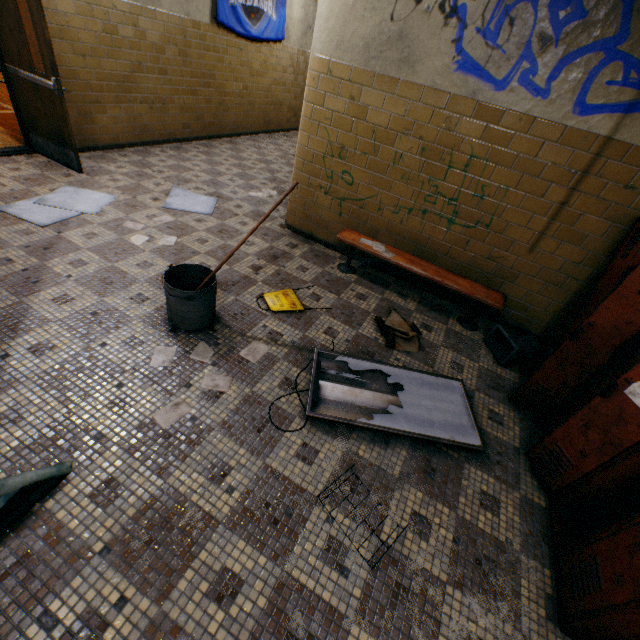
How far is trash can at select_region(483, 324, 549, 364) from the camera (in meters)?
3.22

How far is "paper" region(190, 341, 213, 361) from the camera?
2.5m

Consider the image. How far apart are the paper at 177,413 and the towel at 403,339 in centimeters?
185cm

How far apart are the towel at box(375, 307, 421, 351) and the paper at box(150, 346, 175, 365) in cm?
189

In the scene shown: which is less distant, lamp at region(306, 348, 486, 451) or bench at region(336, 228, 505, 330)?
lamp at region(306, 348, 486, 451)

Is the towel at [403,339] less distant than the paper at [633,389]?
No

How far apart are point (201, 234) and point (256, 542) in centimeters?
343cm

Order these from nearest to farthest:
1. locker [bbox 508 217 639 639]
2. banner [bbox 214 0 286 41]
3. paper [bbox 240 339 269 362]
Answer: locker [bbox 508 217 639 639]
paper [bbox 240 339 269 362]
banner [bbox 214 0 286 41]
